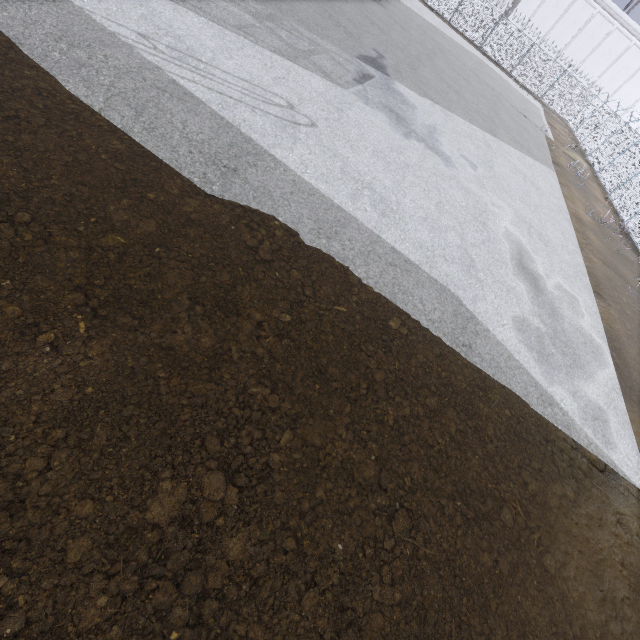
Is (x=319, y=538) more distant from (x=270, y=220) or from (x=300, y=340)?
(x=270, y=220)
